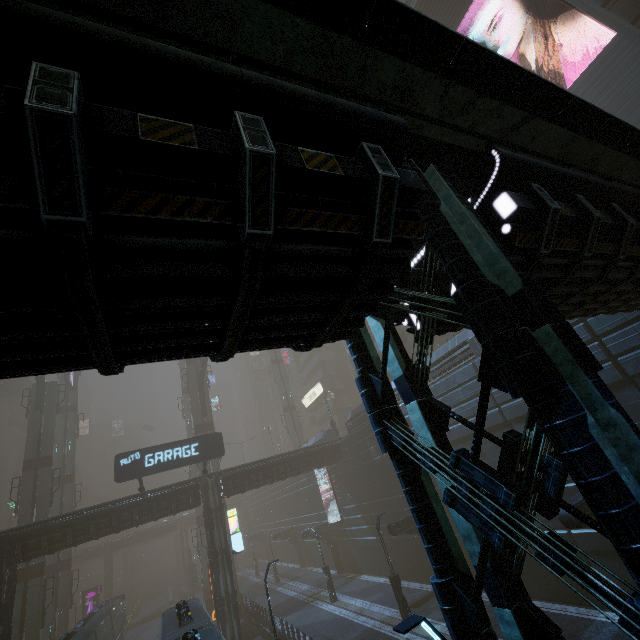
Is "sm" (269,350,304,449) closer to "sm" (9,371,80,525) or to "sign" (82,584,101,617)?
"sm" (9,371,80,525)

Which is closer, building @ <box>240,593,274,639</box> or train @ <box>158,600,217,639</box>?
train @ <box>158,600,217,639</box>

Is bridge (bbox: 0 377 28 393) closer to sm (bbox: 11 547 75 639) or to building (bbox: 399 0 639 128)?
sm (bbox: 11 547 75 639)

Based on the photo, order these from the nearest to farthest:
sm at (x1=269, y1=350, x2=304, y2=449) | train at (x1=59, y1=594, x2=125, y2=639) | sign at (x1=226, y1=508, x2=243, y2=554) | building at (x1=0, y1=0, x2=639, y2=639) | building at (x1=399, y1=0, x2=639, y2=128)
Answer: building at (x1=0, y1=0, x2=639, y2=639) < building at (x1=399, y1=0, x2=639, y2=128) < train at (x1=59, y1=594, x2=125, y2=639) < sign at (x1=226, y1=508, x2=243, y2=554) < sm at (x1=269, y1=350, x2=304, y2=449)

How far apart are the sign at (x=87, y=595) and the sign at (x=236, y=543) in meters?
39.7 m

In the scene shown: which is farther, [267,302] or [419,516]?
[419,516]

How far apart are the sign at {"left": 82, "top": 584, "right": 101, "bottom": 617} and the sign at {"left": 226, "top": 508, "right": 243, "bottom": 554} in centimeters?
3973cm

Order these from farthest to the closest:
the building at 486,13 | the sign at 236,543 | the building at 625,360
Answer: the sign at 236,543 < the building at 486,13 < the building at 625,360
